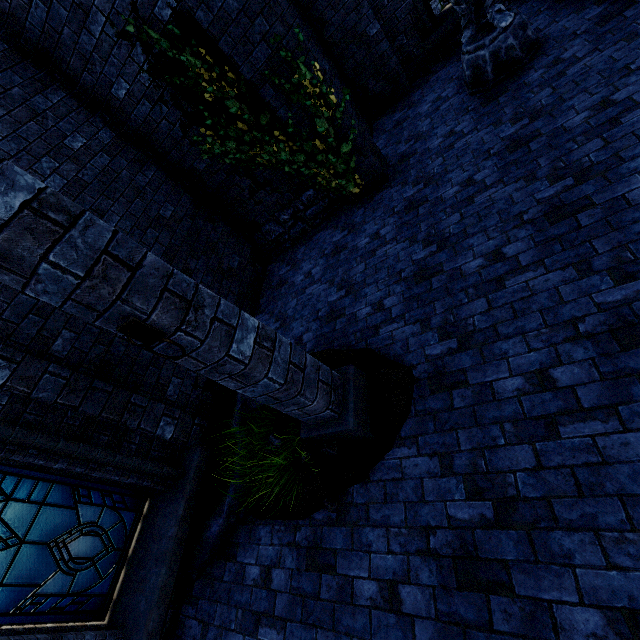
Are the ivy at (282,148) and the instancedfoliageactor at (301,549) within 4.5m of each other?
no

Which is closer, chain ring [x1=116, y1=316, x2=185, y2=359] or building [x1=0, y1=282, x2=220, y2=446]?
chain ring [x1=116, y1=316, x2=185, y2=359]

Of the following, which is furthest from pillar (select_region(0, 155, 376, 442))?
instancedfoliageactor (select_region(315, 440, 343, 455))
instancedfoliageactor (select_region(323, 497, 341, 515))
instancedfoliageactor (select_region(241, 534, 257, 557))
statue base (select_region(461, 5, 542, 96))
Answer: statue base (select_region(461, 5, 542, 96))

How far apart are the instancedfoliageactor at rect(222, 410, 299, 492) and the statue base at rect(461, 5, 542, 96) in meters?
6.2

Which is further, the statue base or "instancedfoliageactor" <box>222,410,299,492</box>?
the statue base

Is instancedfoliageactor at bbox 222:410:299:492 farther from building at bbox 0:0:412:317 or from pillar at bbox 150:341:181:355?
building at bbox 0:0:412:317

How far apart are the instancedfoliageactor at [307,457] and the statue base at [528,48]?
5.9 meters

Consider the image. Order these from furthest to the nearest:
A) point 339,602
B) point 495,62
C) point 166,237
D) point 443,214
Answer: point 166,237, point 495,62, point 443,214, point 339,602
